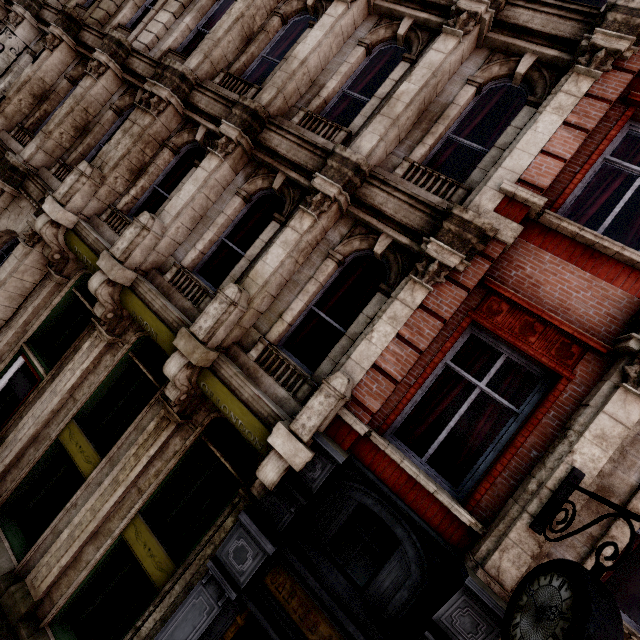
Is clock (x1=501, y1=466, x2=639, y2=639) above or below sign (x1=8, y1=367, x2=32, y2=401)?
above

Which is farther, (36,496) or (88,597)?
(36,496)

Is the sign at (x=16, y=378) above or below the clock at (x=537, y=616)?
below

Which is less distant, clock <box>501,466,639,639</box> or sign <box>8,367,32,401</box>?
clock <box>501,466,639,639</box>

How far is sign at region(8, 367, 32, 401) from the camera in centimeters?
730cm

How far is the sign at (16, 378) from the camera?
7.30m
